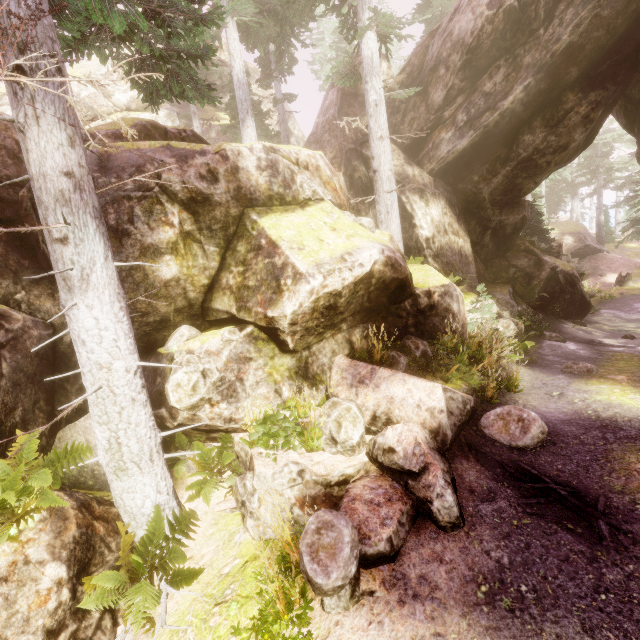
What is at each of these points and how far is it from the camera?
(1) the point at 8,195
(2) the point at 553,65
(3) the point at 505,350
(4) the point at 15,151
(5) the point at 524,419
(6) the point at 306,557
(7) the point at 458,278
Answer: (1) rock, 6.7 meters
(2) rock, 10.7 meters
(3) instancedfoliageactor, 9.2 meters
(4) rock, 7.0 meters
(5) instancedfoliageactor, 5.7 meters
(6) instancedfoliageactor, 3.8 meters
(7) instancedfoliageactor, 11.0 meters

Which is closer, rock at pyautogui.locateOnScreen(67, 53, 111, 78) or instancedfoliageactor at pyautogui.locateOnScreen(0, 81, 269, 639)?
instancedfoliageactor at pyautogui.locateOnScreen(0, 81, 269, 639)

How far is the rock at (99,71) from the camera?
26.8 meters

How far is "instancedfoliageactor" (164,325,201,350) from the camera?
6.42m

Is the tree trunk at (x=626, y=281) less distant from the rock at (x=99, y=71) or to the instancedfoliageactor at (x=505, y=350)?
the instancedfoliageactor at (x=505, y=350)

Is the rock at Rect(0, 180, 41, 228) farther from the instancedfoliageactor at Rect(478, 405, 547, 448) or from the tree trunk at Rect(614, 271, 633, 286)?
the tree trunk at Rect(614, 271, 633, 286)
